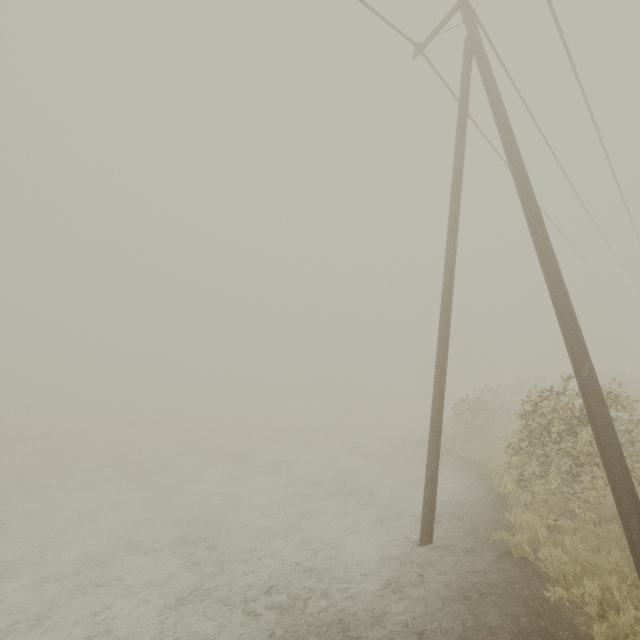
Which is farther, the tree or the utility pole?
the tree

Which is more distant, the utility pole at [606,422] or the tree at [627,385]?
the tree at [627,385]

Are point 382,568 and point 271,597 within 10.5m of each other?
yes
